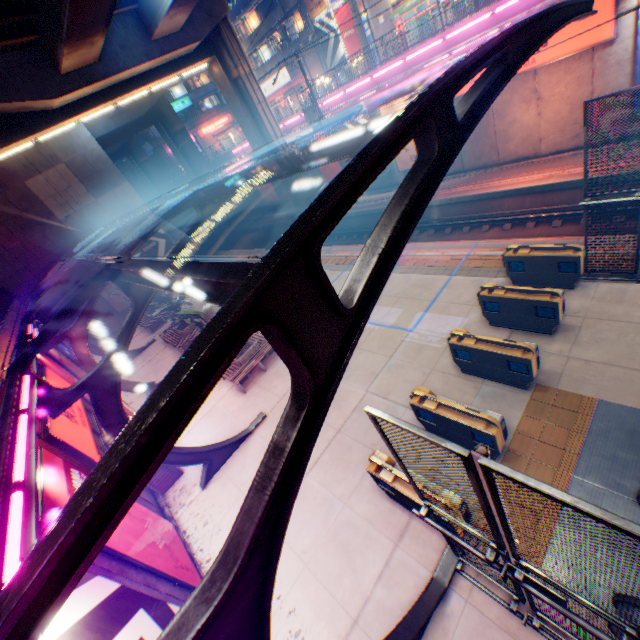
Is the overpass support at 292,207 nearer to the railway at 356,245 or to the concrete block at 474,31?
the railway at 356,245

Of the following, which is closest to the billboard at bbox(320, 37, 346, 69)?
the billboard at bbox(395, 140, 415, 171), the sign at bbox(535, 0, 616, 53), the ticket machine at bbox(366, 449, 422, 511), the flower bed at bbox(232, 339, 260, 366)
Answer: the billboard at bbox(395, 140, 415, 171)

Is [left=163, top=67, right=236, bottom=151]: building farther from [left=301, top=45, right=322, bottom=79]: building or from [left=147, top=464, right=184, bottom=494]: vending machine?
[left=147, top=464, right=184, bottom=494]: vending machine

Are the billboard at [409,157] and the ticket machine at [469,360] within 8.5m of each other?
no

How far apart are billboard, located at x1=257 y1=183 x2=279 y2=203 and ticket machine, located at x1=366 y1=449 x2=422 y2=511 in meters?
29.1 m

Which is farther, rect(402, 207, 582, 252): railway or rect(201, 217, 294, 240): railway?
rect(201, 217, 294, 240): railway

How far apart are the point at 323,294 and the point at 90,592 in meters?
5.6

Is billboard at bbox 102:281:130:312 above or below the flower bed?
above
